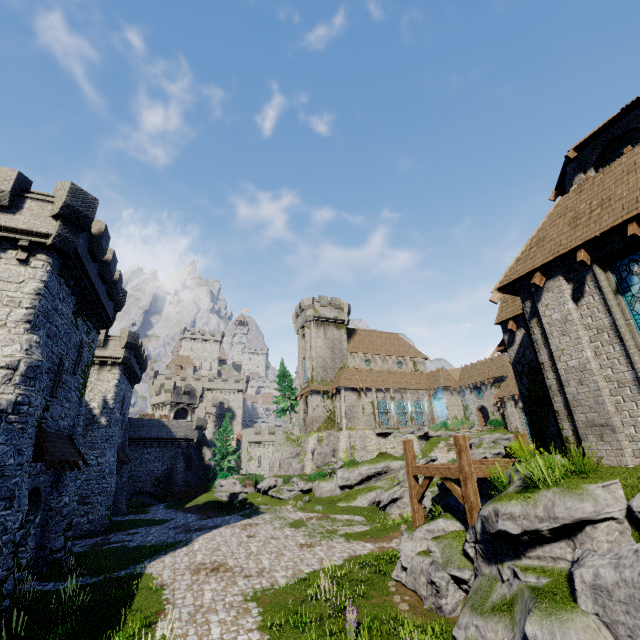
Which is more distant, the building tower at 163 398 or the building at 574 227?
the building tower at 163 398

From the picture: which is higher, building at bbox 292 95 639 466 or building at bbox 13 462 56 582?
building at bbox 292 95 639 466

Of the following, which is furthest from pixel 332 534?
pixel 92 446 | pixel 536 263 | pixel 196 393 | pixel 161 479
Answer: pixel 196 393

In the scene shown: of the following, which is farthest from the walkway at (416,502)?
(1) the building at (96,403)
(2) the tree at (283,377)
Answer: (2) the tree at (283,377)

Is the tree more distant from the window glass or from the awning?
the window glass

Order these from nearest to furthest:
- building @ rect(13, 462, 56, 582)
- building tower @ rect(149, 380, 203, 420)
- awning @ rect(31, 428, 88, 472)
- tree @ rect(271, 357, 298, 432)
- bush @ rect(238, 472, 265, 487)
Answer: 1. awning @ rect(31, 428, 88, 472)
2. building @ rect(13, 462, 56, 582)
3. bush @ rect(238, 472, 265, 487)
4. building tower @ rect(149, 380, 203, 420)
5. tree @ rect(271, 357, 298, 432)

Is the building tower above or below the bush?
above

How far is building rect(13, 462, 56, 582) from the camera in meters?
14.6
